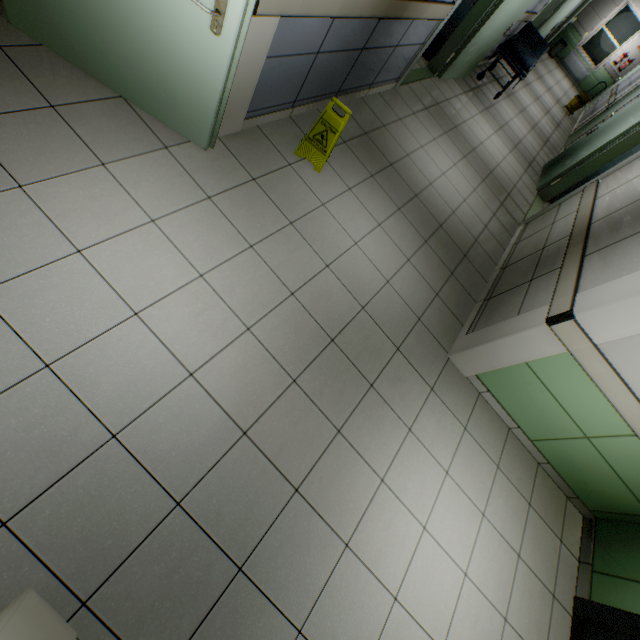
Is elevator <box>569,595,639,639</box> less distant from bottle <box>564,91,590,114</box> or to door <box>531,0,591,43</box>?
door <box>531,0,591,43</box>

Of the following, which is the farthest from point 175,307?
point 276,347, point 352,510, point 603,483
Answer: point 603,483

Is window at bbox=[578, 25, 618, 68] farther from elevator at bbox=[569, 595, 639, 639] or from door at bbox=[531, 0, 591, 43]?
elevator at bbox=[569, 595, 639, 639]

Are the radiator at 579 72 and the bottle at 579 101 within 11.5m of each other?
yes

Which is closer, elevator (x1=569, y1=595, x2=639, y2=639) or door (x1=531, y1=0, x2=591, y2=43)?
elevator (x1=569, y1=595, x2=639, y2=639)

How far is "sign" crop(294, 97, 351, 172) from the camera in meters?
2.9

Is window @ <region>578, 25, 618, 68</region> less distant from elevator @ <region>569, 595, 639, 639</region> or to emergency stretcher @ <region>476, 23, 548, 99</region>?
emergency stretcher @ <region>476, 23, 548, 99</region>

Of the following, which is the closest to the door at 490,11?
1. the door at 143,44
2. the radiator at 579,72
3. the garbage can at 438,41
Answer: the garbage can at 438,41
